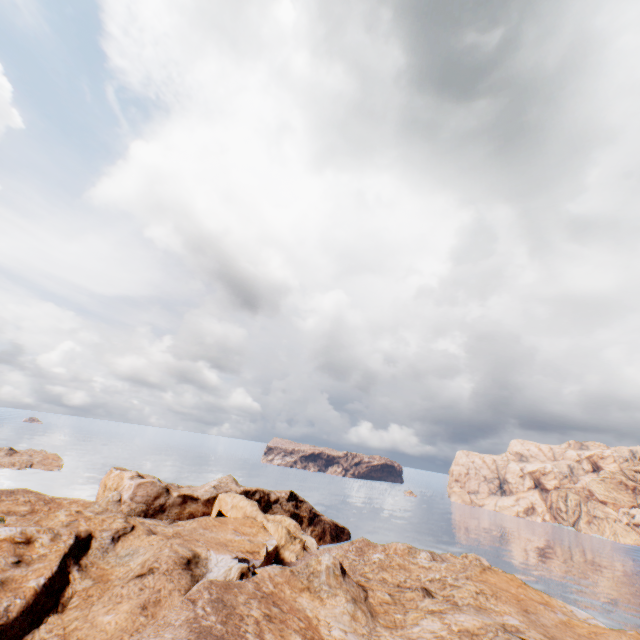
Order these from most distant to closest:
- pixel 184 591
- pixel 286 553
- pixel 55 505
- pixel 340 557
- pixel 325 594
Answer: pixel 55 505 → pixel 286 553 → pixel 340 557 → pixel 325 594 → pixel 184 591
